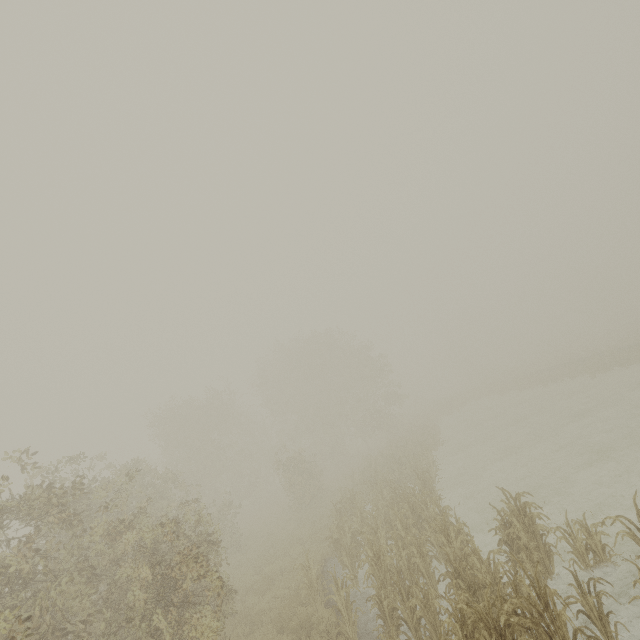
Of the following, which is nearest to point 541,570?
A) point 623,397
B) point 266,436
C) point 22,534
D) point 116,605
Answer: point 116,605
